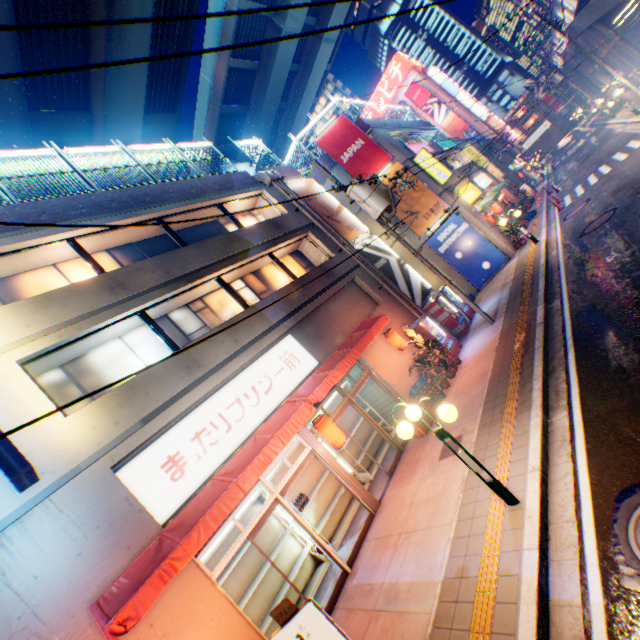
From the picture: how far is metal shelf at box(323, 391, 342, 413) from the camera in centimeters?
1148cm

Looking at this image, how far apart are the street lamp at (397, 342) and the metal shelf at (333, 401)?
2.3 meters

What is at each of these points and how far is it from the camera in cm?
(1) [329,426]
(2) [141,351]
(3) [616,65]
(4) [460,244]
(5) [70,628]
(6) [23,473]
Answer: (1) street lamp, 838
(2) window glass, 902
(3) overpass support, 3116
(4) billboard, 1916
(5) building, 496
(6) sign, 506

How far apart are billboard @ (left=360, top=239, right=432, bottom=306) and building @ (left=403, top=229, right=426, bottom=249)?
2.9 meters

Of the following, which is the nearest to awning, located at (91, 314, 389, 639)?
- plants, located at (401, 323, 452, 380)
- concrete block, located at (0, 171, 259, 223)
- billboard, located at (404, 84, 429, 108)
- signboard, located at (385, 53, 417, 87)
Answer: plants, located at (401, 323, 452, 380)

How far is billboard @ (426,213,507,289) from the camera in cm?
1894

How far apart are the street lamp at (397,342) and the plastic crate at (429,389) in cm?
133

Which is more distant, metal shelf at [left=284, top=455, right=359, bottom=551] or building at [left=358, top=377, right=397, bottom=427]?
building at [left=358, top=377, right=397, bottom=427]
